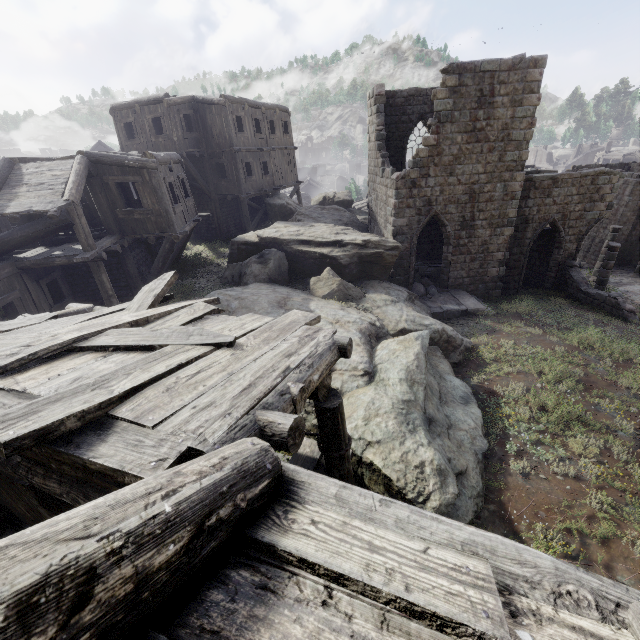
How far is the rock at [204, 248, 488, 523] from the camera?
5.86m

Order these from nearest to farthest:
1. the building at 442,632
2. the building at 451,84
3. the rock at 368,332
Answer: the building at 442,632 < the rock at 368,332 < the building at 451,84

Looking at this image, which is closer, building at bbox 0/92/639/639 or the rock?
building at bbox 0/92/639/639

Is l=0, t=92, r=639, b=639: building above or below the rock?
above

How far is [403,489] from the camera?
5.5m

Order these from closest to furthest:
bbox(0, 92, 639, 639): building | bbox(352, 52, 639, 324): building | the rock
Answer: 1. bbox(0, 92, 639, 639): building
2. the rock
3. bbox(352, 52, 639, 324): building

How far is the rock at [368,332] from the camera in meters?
5.9
